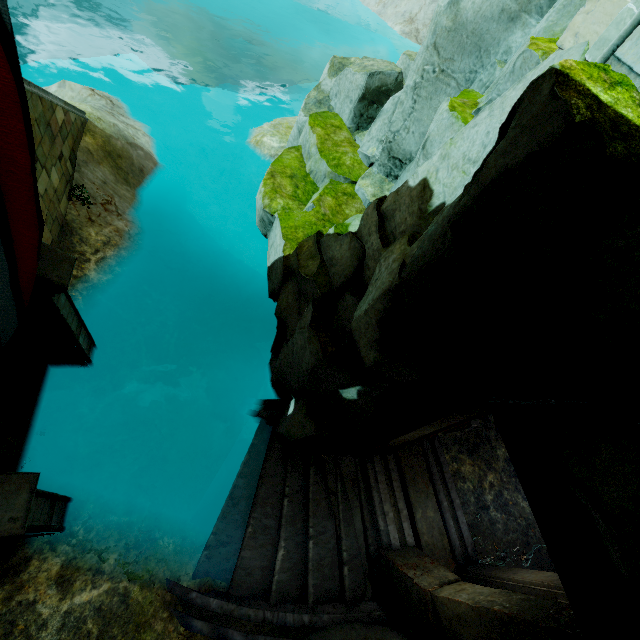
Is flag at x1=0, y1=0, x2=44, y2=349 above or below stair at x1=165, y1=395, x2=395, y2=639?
above

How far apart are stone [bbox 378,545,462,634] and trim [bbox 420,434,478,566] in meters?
0.8 m

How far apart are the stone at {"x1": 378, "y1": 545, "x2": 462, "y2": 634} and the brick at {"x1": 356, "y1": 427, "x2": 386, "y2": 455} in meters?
1.6 m

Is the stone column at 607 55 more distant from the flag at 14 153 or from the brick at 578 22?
the flag at 14 153

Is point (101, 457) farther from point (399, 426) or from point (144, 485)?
point (399, 426)

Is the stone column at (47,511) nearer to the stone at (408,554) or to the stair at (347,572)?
the stair at (347,572)

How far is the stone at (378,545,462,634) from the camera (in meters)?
4.68

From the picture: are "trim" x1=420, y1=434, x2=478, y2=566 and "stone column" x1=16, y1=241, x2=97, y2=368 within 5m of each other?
no
